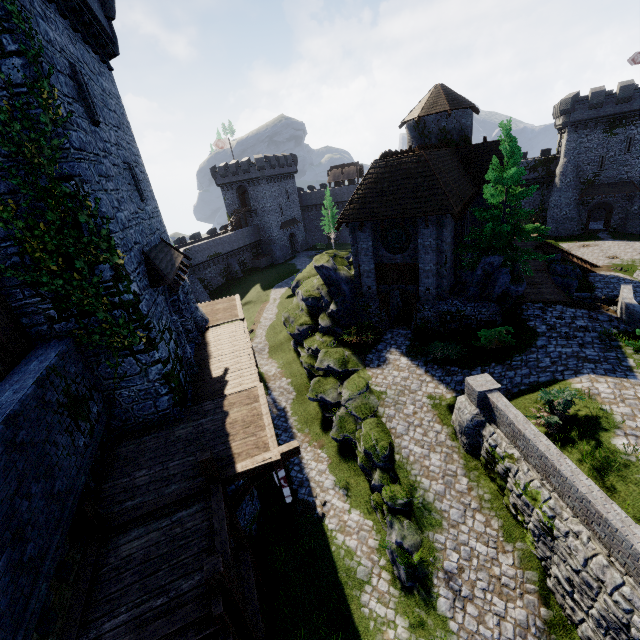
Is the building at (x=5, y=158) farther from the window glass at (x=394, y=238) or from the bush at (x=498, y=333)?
the bush at (x=498, y=333)

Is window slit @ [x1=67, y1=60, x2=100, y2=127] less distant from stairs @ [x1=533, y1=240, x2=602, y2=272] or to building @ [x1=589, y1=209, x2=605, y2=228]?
stairs @ [x1=533, y1=240, x2=602, y2=272]

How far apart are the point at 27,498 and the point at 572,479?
13.20m

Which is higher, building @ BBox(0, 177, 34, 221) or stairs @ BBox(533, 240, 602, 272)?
building @ BBox(0, 177, 34, 221)

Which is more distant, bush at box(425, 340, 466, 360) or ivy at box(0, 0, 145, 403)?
bush at box(425, 340, 466, 360)

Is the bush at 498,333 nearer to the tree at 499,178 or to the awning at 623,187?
the tree at 499,178

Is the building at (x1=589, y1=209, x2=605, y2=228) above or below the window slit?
below

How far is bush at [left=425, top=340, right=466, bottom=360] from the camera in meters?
17.4
